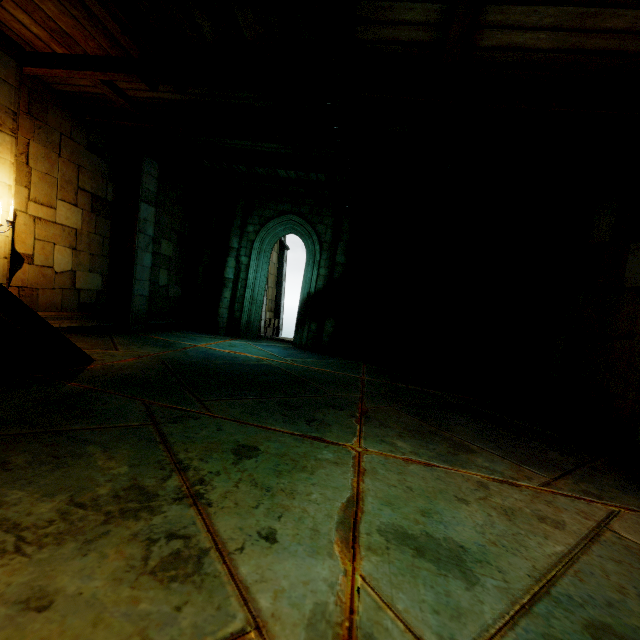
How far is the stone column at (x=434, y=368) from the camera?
9.9m

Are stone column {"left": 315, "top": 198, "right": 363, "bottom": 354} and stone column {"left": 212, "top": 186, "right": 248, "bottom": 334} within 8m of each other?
yes

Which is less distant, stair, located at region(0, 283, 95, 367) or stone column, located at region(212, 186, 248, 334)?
stair, located at region(0, 283, 95, 367)

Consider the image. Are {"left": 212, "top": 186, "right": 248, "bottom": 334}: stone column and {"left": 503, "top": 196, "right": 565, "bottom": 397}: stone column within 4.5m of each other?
no

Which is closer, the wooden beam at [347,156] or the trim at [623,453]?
the wooden beam at [347,156]

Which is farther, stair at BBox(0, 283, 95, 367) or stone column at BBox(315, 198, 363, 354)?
stone column at BBox(315, 198, 363, 354)

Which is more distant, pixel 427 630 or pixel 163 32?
pixel 163 32

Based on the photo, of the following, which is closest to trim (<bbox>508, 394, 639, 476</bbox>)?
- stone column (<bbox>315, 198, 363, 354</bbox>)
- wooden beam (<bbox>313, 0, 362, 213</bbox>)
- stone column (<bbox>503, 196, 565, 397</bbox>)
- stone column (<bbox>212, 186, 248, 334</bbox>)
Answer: stone column (<bbox>503, 196, 565, 397</bbox>)
